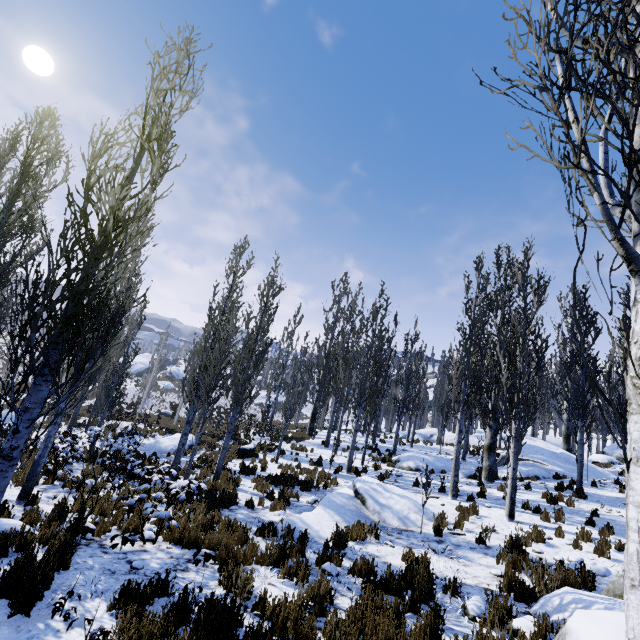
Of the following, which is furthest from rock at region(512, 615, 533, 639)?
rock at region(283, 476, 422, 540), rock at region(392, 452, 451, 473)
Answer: rock at region(392, 452, 451, 473)

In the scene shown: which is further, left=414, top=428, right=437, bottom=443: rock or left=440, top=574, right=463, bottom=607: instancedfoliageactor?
left=414, top=428, right=437, bottom=443: rock

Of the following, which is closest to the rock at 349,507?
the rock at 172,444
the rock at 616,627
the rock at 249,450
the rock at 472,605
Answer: the rock at 472,605

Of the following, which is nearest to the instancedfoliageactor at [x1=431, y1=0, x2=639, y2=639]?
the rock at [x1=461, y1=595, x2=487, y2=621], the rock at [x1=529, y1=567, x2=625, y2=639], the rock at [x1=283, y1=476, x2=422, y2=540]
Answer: the rock at [x1=529, y1=567, x2=625, y2=639]

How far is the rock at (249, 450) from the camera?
18.2 meters

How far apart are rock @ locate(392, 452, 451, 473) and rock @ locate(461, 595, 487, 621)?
11.6 meters

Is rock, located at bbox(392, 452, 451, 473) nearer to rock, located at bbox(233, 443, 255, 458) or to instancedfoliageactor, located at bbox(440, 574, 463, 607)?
instancedfoliageactor, located at bbox(440, 574, 463, 607)

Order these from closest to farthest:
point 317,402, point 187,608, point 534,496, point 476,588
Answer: point 187,608, point 476,588, point 534,496, point 317,402
